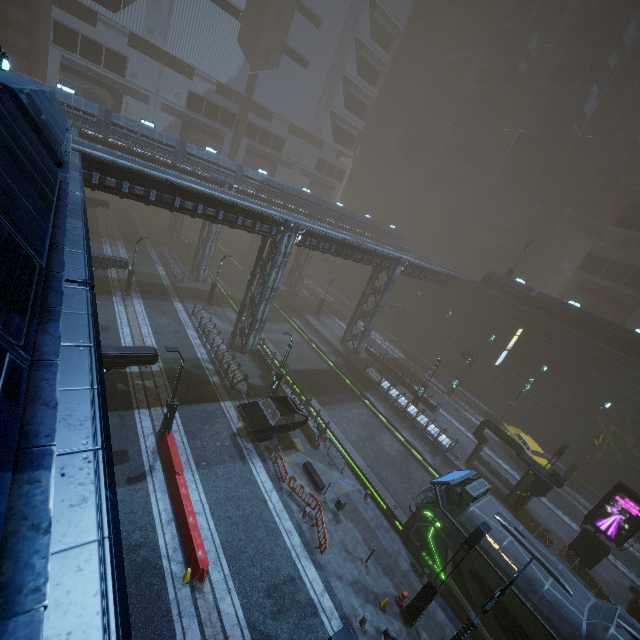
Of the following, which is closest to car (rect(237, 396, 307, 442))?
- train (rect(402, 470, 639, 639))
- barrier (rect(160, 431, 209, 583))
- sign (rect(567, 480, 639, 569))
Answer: barrier (rect(160, 431, 209, 583))

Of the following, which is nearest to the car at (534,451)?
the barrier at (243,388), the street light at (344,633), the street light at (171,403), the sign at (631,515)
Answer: the sign at (631,515)

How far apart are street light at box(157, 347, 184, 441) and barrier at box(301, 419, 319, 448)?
8.24m

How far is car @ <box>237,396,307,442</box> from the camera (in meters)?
18.09

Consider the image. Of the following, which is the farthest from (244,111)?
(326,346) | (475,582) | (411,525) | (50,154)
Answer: (475,582)

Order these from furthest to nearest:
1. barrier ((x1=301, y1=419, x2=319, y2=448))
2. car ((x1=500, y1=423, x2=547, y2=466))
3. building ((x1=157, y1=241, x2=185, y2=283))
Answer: building ((x1=157, y1=241, x2=185, y2=283))
car ((x1=500, y1=423, x2=547, y2=466))
barrier ((x1=301, y1=419, x2=319, y2=448))

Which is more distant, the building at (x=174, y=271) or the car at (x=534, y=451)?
the building at (x=174, y=271)

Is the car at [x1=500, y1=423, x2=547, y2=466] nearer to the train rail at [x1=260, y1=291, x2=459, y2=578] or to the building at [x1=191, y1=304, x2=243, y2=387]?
the building at [x1=191, y1=304, x2=243, y2=387]
